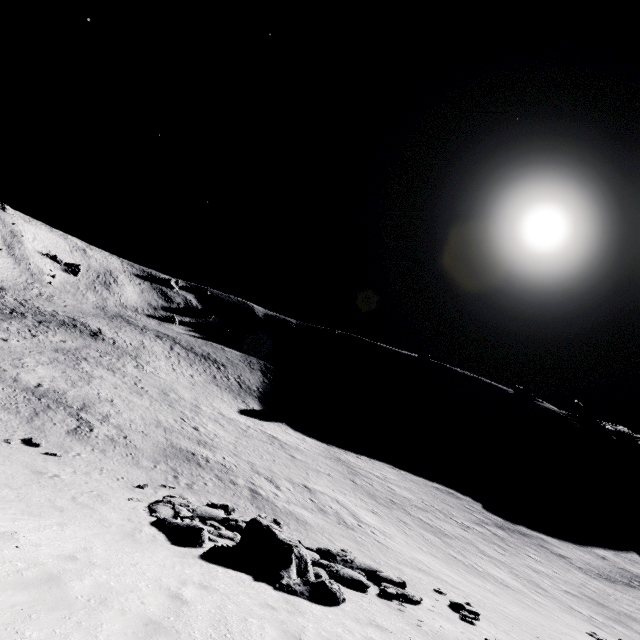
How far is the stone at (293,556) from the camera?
8.4m

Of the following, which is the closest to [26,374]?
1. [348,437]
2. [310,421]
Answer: [310,421]

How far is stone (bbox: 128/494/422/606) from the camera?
8.4 meters
